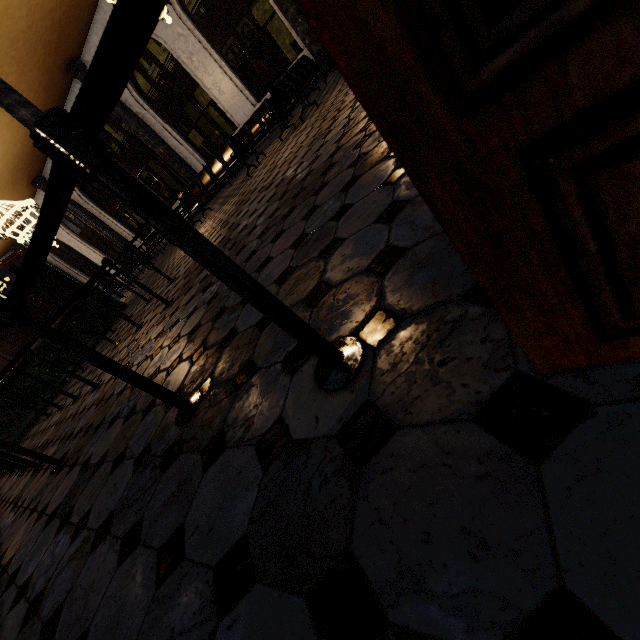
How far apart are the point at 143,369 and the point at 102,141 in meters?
2.7 m
